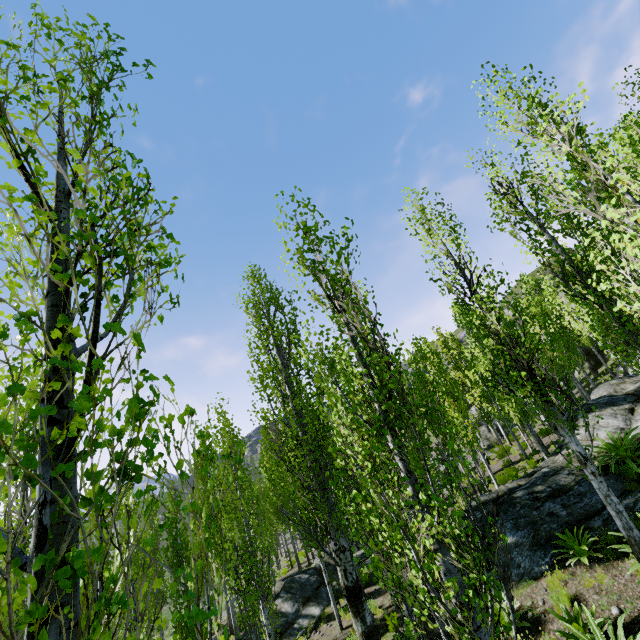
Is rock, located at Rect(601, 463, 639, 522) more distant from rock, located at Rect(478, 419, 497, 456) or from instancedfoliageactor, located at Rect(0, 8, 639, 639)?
rock, located at Rect(478, 419, 497, 456)

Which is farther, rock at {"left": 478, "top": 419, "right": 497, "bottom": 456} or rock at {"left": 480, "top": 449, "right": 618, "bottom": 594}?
rock at {"left": 478, "top": 419, "right": 497, "bottom": 456}

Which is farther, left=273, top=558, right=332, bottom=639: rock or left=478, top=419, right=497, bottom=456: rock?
left=478, top=419, right=497, bottom=456: rock

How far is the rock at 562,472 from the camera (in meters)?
8.13

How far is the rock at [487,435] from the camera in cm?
3109

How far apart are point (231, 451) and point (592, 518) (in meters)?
11.51

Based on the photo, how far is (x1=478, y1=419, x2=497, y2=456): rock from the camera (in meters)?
31.09
